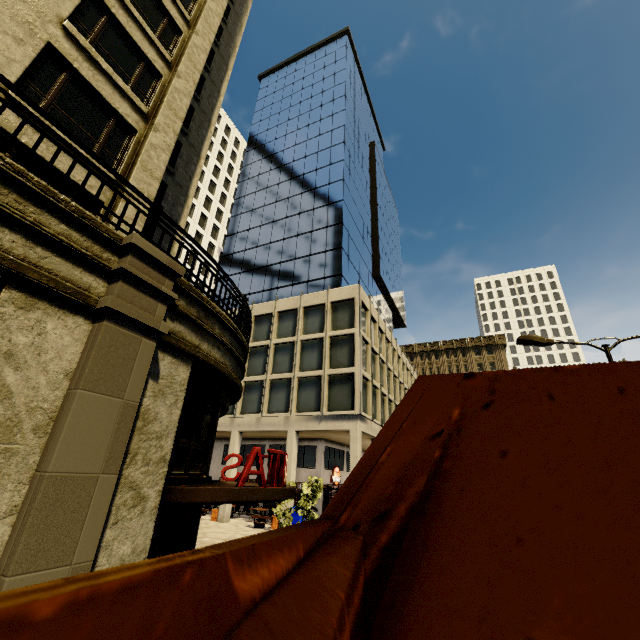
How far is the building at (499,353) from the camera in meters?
58.6 m

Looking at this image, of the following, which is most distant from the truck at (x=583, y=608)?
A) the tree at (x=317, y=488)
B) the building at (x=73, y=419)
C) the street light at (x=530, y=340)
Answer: the tree at (x=317, y=488)

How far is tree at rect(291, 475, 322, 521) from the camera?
15.1 meters

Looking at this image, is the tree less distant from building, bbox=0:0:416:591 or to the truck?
building, bbox=0:0:416:591

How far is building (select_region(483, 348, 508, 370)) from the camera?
58.6m

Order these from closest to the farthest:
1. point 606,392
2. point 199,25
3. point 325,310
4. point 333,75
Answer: point 606,392 < point 199,25 < point 325,310 < point 333,75

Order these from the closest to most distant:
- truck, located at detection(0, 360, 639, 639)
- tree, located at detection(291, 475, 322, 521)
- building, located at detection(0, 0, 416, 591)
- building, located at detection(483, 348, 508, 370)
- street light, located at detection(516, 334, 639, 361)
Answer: truck, located at detection(0, 360, 639, 639)
building, located at detection(0, 0, 416, 591)
street light, located at detection(516, 334, 639, 361)
tree, located at detection(291, 475, 322, 521)
building, located at detection(483, 348, 508, 370)
